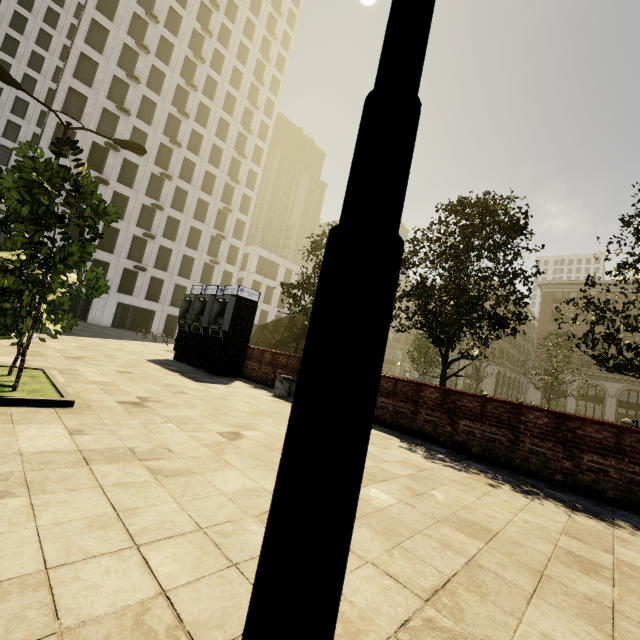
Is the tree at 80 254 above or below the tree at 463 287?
below

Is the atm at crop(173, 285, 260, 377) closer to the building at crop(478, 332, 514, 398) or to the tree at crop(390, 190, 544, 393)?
the tree at crop(390, 190, 544, 393)

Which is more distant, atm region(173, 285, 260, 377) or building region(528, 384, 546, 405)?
building region(528, 384, 546, 405)

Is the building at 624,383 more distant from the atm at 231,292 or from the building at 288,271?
the atm at 231,292

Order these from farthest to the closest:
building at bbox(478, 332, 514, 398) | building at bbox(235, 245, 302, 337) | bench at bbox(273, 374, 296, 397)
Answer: building at bbox(478, 332, 514, 398) < building at bbox(235, 245, 302, 337) < bench at bbox(273, 374, 296, 397)

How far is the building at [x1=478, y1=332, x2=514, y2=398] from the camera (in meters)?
51.62

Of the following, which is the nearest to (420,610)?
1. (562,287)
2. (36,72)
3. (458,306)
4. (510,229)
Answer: (458,306)
